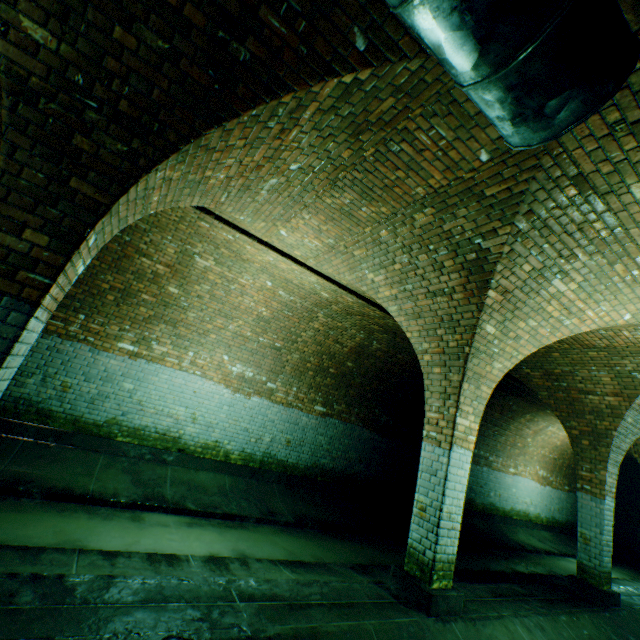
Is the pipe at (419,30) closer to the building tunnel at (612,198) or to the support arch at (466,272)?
the building tunnel at (612,198)

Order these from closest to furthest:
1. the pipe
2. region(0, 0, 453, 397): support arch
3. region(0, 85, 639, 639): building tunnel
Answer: the pipe → region(0, 0, 453, 397): support arch → region(0, 85, 639, 639): building tunnel

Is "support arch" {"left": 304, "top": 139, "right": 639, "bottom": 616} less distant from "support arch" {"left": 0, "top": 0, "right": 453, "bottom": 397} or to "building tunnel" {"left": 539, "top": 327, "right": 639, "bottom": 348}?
"building tunnel" {"left": 539, "top": 327, "right": 639, "bottom": 348}

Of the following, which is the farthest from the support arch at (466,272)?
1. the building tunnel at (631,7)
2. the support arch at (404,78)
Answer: the support arch at (404,78)

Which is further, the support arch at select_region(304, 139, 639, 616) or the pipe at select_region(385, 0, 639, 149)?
the support arch at select_region(304, 139, 639, 616)

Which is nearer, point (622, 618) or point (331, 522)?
point (622, 618)

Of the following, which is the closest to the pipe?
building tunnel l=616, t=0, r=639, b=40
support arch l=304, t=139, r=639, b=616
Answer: building tunnel l=616, t=0, r=639, b=40
